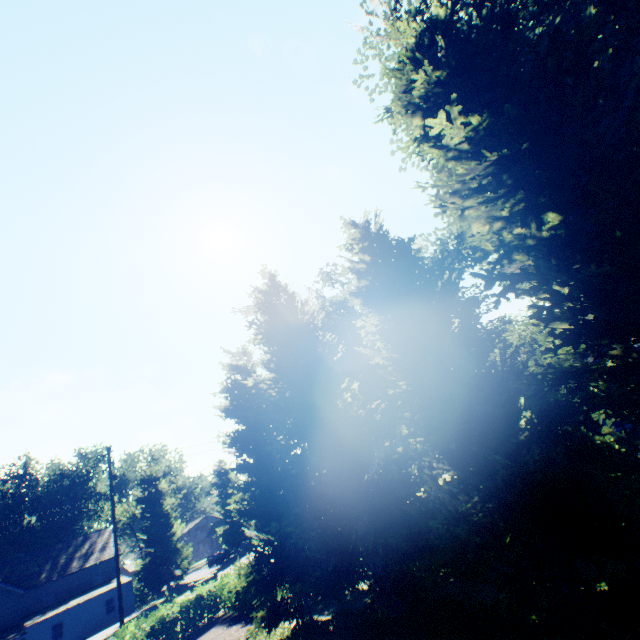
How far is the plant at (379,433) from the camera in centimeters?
3014cm

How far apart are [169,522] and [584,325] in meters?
50.7

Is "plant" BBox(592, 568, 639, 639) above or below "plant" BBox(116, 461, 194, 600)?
below

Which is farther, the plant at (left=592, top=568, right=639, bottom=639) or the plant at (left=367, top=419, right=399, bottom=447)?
the plant at (left=367, top=419, right=399, bottom=447)

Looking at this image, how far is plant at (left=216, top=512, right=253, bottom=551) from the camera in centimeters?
5606cm

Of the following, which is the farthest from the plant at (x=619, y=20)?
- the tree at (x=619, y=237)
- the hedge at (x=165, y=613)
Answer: the hedge at (x=165, y=613)
